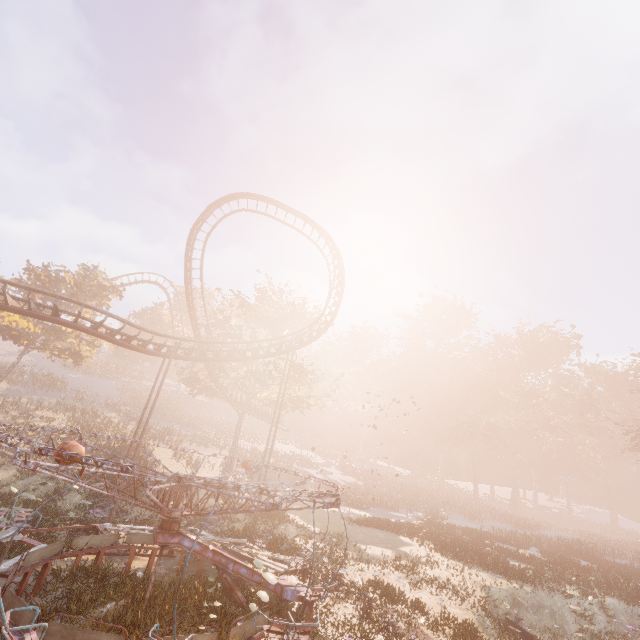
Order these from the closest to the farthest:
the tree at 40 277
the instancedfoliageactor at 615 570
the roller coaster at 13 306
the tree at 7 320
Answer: the roller coaster at 13 306
the instancedfoliageactor at 615 570
the tree at 7 320
the tree at 40 277

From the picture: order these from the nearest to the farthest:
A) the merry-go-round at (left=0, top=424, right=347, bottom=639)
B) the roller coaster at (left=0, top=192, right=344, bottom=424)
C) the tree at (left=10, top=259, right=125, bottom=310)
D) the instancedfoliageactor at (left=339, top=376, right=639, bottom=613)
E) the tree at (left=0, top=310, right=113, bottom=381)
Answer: the merry-go-round at (left=0, top=424, right=347, bottom=639), the roller coaster at (left=0, top=192, right=344, bottom=424), the instancedfoliageactor at (left=339, top=376, right=639, bottom=613), the tree at (left=0, top=310, right=113, bottom=381), the tree at (left=10, top=259, right=125, bottom=310)

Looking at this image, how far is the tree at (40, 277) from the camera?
31.36m

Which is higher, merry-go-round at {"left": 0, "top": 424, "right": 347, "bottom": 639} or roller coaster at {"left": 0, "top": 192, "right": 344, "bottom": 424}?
roller coaster at {"left": 0, "top": 192, "right": 344, "bottom": 424}

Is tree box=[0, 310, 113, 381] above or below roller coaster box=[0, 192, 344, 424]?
above

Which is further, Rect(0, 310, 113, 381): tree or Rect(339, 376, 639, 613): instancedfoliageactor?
Rect(0, 310, 113, 381): tree

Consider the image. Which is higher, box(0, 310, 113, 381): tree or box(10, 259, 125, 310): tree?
box(10, 259, 125, 310): tree

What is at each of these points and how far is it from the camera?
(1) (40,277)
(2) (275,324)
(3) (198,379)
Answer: (1) tree, 31.3 meters
(2) tree, 34.2 meters
(3) tree, 31.5 meters
